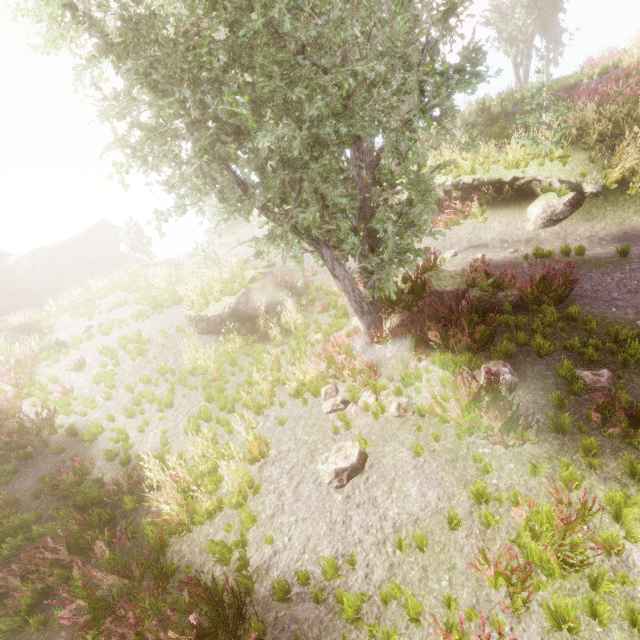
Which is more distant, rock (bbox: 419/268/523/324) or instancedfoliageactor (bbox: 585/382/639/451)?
rock (bbox: 419/268/523/324)

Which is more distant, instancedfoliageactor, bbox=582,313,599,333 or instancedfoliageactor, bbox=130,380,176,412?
instancedfoliageactor, bbox=130,380,176,412

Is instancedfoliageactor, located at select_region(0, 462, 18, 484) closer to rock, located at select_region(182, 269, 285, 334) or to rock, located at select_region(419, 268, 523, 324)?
rock, located at select_region(419, 268, 523, 324)

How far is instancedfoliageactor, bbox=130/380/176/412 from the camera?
8.7 meters

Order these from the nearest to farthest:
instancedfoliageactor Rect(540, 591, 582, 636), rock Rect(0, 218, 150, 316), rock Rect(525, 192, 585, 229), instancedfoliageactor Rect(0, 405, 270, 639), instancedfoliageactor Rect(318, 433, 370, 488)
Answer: instancedfoliageactor Rect(540, 591, 582, 636) < instancedfoliageactor Rect(0, 405, 270, 639) < instancedfoliageactor Rect(318, 433, 370, 488) < rock Rect(525, 192, 585, 229) < rock Rect(0, 218, 150, 316)

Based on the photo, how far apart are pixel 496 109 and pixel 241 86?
16.80m

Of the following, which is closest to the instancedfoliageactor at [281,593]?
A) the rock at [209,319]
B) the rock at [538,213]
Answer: the rock at [209,319]

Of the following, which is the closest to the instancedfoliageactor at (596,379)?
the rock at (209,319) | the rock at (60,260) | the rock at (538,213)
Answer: the rock at (60,260)
